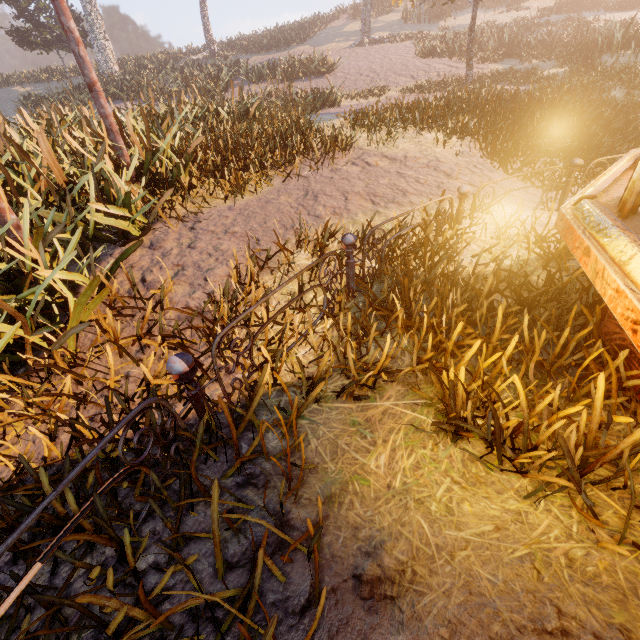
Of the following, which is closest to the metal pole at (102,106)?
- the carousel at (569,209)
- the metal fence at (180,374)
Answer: the metal fence at (180,374)

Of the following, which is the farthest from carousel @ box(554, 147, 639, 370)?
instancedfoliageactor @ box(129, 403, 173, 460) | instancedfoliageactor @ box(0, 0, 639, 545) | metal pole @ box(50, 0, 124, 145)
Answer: metal pole @ box(50, 0, 124, 145)

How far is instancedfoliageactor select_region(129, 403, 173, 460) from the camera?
1.91m

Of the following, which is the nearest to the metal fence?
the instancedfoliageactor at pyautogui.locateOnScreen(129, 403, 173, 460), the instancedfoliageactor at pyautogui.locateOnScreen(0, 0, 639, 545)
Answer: the instancedfoliageactor at pyautogui.locateOnScreen(129, 403, 173, 460)

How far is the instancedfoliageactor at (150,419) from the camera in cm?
191

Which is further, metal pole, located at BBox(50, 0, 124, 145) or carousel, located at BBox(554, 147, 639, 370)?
metal pole, located at BBox(50, 0, 124, 145)

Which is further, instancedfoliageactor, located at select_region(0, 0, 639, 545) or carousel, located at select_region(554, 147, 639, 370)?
instancedfoliageactor, located at select_region(0, 0, 639, 545)

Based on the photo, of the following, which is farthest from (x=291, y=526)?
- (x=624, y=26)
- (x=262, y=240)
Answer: (x=624, y=26)
